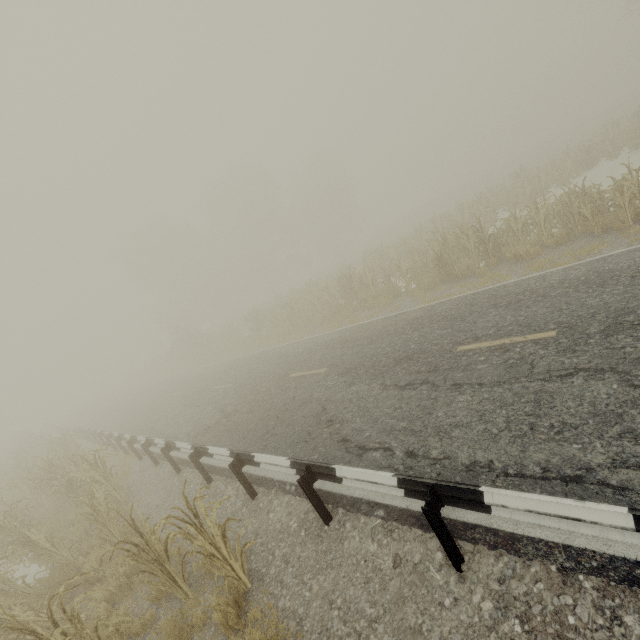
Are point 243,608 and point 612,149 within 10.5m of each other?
no

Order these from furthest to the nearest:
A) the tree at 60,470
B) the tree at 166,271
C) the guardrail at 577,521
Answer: the tree at 166,271
the tree at 60,470
the guardrail at 577,521

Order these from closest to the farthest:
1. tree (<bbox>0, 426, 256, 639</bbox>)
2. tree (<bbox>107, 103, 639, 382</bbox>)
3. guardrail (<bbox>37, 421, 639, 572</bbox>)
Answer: guardrail (<bbox>37, 421, 639, 572</bbox>) → tree (<bbox>0, 426, 256, 639</bbox>) → tree (<bbox>107, 103, 639, 382</bbox>)

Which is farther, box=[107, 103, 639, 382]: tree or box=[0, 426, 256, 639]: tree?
box=[107, 103, 639, 382]: tree

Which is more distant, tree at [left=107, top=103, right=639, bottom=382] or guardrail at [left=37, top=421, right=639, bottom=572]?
tree at [left=107, top=103, right=639, bottom=382]

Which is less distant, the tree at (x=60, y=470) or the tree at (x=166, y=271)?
the tree at (x=60, y=470)
